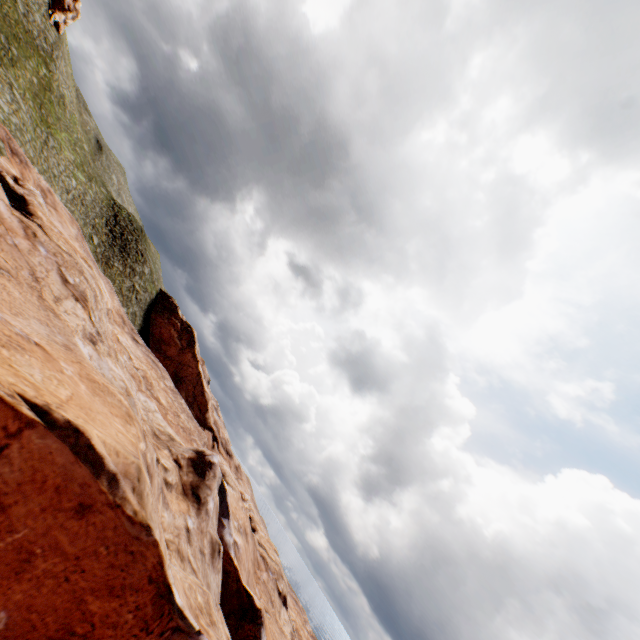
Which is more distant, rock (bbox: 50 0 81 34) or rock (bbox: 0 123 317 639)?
rock (bbox: 50 0 81 34)

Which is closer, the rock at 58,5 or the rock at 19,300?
the rock at 19,300

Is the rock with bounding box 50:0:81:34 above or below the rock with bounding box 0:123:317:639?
above

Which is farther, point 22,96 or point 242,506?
point 242,506

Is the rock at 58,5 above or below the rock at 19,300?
above
